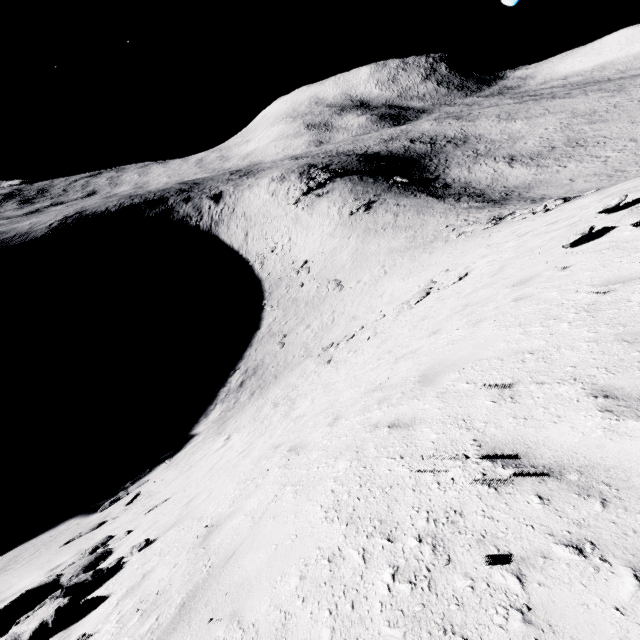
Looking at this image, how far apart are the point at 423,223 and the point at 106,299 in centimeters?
5426cm

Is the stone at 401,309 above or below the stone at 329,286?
above

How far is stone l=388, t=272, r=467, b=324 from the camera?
16.9 meters

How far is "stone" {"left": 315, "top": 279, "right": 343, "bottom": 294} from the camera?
39.58m

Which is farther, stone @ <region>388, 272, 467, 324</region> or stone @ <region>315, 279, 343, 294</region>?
stone @ <region>315, 279, 343, 294</region>

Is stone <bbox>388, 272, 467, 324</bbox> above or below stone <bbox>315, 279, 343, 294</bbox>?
above

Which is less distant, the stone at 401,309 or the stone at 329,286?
the stone at 401,309
